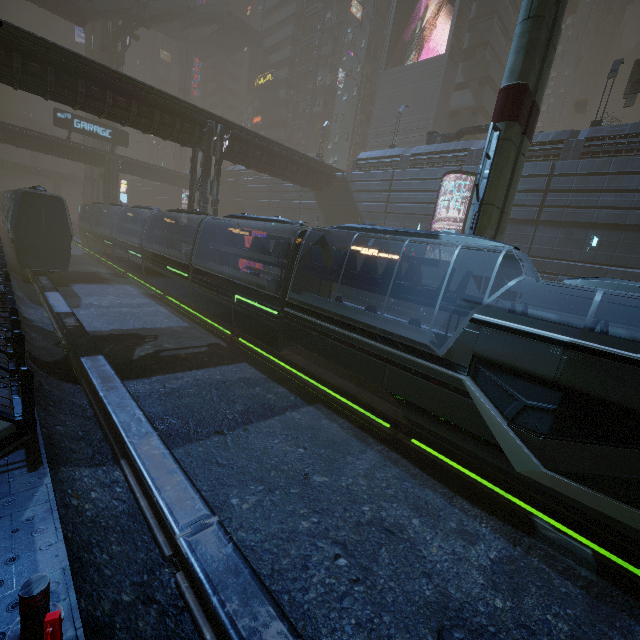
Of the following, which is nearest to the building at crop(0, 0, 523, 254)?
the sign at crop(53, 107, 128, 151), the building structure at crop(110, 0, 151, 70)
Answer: the sign at crop(53, 107, 128, 151)

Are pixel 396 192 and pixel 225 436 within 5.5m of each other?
no

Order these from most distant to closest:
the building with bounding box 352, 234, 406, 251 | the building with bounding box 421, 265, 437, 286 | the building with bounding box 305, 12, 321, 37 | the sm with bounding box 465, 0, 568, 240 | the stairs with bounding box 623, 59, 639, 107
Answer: the building with bounding box 305, 12, 321, 37
the building with bounding box 352, 234, 406, 251
the building with bounding box 421, 265, 437, 286
the stairs with bounding box 623, 59, 639, 107
the sm with bounding box 465, 0, 568, 240

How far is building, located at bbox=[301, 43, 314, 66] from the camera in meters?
51.8

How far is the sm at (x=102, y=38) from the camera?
47.22m

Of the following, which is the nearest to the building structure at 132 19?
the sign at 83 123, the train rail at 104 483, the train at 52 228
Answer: the sign at 83 123

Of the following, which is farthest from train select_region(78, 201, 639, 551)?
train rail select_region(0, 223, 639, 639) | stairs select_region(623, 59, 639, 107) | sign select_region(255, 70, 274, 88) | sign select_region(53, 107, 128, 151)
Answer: sign select_region(255, 70, 274, 88)

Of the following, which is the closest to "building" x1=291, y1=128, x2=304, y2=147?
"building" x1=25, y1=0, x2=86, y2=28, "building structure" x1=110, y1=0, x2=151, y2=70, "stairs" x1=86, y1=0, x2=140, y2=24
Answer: "stairs" x1=86, y1=0, x2=140, y2=24
